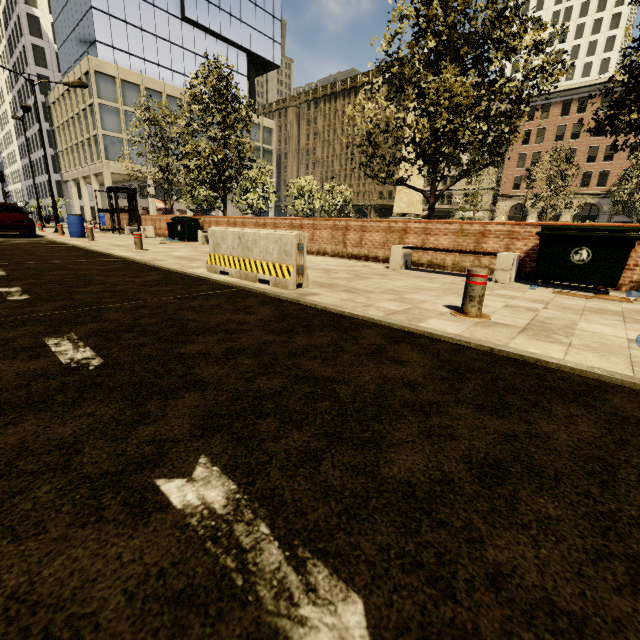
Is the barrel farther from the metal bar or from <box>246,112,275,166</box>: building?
<box>246,112,275,166</box>: building

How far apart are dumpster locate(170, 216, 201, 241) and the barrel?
3.6m

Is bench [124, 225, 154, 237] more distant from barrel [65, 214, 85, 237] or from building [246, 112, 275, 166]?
building [246, 112, 275, 166]

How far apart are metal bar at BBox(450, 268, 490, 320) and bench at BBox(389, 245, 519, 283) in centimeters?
309cm

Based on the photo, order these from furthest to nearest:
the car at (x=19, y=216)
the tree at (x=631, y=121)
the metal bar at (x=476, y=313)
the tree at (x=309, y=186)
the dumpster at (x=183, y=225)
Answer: the tree at (x=309, y=186) → the dumpster at (x=183, y=225) → the car at (x=19, y=216) → the tree at (x=631, y=121) → the metal bar at (x=476, y=313)

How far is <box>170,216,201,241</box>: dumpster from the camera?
14.8m

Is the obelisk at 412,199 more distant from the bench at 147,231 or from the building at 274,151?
the building at 274,151

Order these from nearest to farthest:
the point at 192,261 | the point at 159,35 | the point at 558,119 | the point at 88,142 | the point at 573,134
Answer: the point at 192,261 → the point at 88,142 → the point at 159,35 → the point at 558,119 → the point at 573,134
